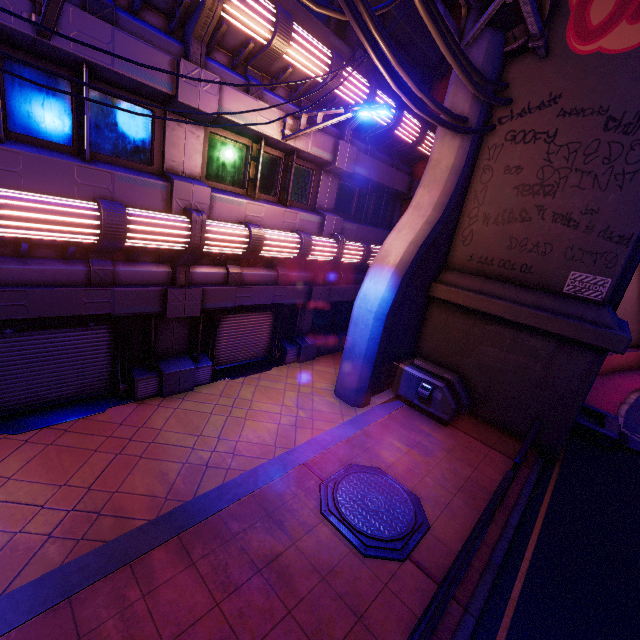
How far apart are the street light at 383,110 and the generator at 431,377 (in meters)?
7.00

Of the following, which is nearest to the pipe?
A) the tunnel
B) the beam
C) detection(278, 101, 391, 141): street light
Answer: detection(278, 101, 391, 141): street light

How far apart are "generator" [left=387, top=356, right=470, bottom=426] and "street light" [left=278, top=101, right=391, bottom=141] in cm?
700

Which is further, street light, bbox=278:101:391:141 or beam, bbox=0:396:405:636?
street light, bbox=278:101:391:141

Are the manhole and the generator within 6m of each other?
yes

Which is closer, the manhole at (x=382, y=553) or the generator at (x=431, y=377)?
the manhole at (x=382, y=553)

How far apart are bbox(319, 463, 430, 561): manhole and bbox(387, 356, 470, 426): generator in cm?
309

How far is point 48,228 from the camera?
5.45m
